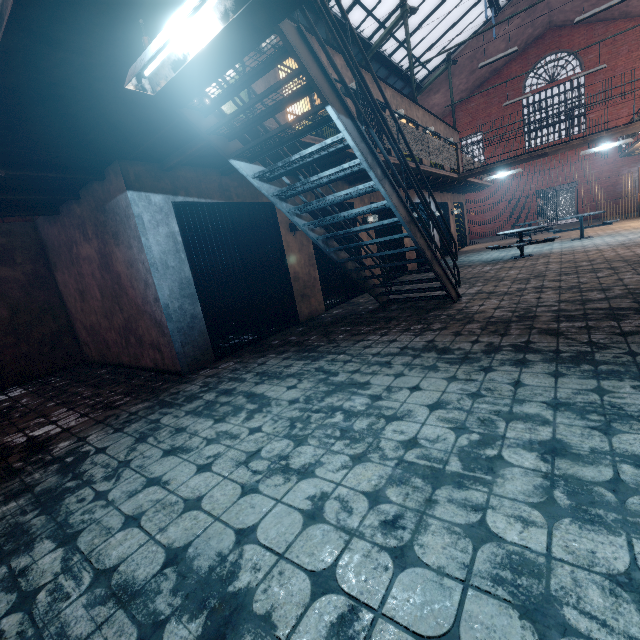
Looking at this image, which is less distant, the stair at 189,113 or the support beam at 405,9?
the stair at 189,113

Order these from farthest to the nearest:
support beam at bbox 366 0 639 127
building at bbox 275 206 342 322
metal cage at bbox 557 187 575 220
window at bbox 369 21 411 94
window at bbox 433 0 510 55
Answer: metal cage at bbox 557 187 575 220 < window at bbox 369 21 411 94 < window at bbox 433 0 510 55 < support beam at bbox 366 0 639 127 < building at bbox 275 206 342 322

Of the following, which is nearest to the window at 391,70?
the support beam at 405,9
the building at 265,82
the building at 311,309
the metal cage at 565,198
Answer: the support beam at 405,9

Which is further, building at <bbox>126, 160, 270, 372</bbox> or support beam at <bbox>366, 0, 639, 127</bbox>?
support beam at <bbox>366, 0, 639, 127</bbox>

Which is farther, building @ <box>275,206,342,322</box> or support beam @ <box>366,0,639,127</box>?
support beam @ <box>366,0,639,127</box>

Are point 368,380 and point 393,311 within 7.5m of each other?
yes

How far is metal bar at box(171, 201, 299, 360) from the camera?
4.77m

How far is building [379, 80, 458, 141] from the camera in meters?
10.4
